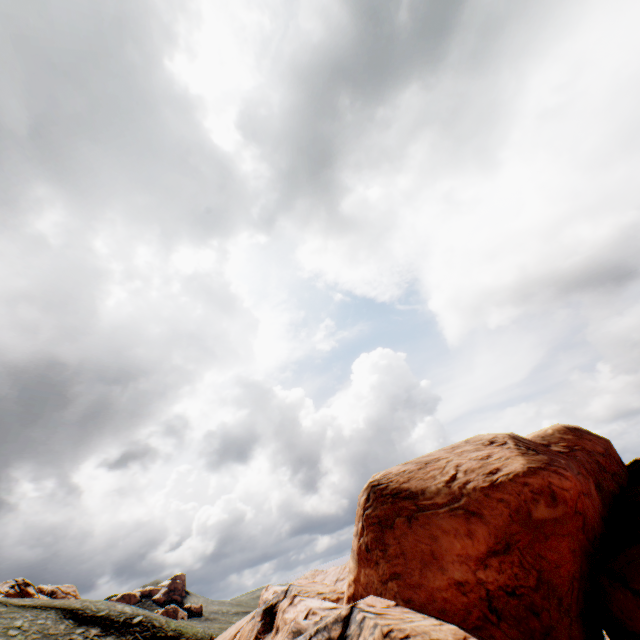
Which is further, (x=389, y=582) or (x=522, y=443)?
(x=522, y=443)

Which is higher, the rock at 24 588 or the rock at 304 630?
the rock at 24 588

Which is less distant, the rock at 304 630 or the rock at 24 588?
the rock at 304 630

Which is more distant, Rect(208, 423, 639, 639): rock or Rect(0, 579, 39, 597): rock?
Rect(0, 579, 39, 597): rock

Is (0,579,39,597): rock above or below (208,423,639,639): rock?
above
